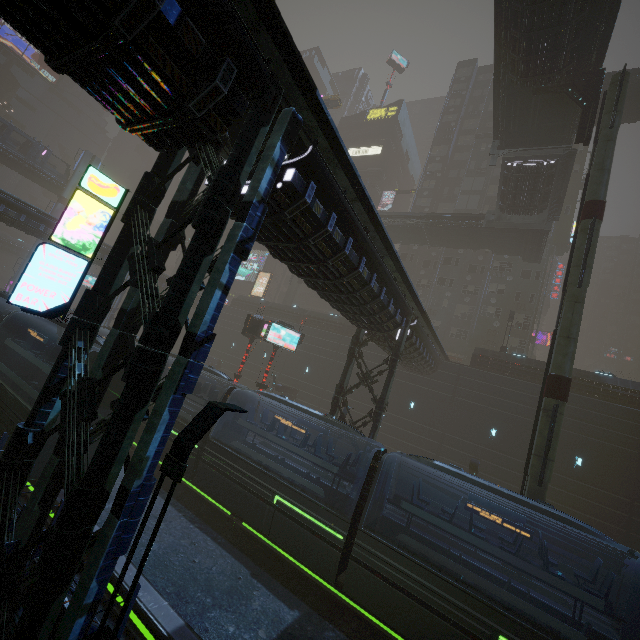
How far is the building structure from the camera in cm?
1816

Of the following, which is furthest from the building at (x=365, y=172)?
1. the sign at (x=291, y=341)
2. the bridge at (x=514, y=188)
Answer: the bridge at (x=514, y=188)

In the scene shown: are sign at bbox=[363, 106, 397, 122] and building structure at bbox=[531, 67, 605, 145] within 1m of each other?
no

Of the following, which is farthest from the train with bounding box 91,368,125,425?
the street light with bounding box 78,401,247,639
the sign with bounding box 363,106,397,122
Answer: the sign with bounding box 363,106,397,122

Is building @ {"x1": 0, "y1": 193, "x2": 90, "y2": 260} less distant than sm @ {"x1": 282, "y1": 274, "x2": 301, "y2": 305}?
Yes

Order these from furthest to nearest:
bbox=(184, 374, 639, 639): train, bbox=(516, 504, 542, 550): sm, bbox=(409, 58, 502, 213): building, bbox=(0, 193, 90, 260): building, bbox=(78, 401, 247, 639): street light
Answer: bbox=(409, 58, 502, 213): building < bbox=(0, 193, 90, 260): building < bbox=(516, 504, 542, 550): sm < bbox=(184, 374, 639, 639): train < bbox=(78, 401, 247, 639): street light

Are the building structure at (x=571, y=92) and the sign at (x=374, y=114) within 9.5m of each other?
no

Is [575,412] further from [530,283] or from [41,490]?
[41,490]
